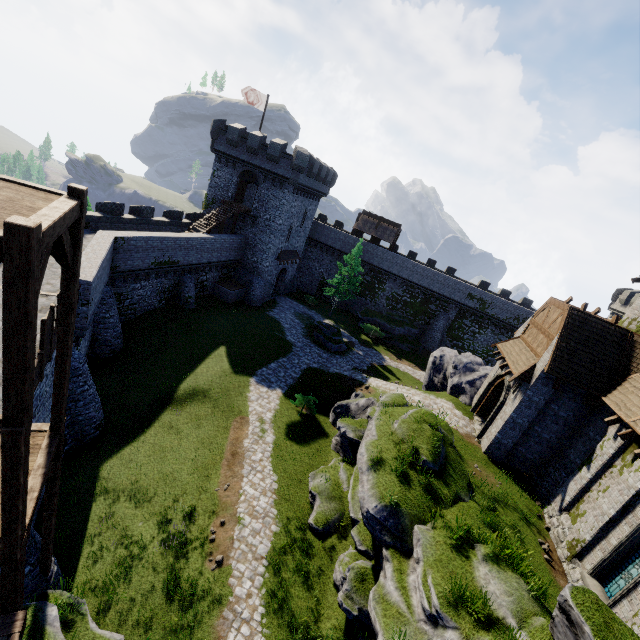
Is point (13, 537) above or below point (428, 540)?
above

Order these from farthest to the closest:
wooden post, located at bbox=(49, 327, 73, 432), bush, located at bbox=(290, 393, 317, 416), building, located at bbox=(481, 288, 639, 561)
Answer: bush, located at bbox=(290, 393, 317, 416) → building, located at bbox=(481, 288, 639, 561) → wooden post, located at bbox=(49, 327, 73, 432)

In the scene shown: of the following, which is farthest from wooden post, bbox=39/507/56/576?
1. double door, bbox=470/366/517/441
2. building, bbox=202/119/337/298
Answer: building, bbox=202/119/337/298

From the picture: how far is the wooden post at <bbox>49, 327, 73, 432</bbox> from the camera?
7.0m

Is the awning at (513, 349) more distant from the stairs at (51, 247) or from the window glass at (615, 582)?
the stairs at (51, 247)

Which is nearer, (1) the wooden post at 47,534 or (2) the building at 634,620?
(1) the wooden post at 47,534

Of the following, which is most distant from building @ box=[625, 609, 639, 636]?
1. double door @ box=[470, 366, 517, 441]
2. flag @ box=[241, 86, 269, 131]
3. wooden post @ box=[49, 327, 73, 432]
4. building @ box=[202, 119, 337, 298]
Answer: flag @ box=[241, 86, 269, 131]

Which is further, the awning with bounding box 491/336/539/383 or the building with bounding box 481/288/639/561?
the awning with bounding box 491/336/539/383
